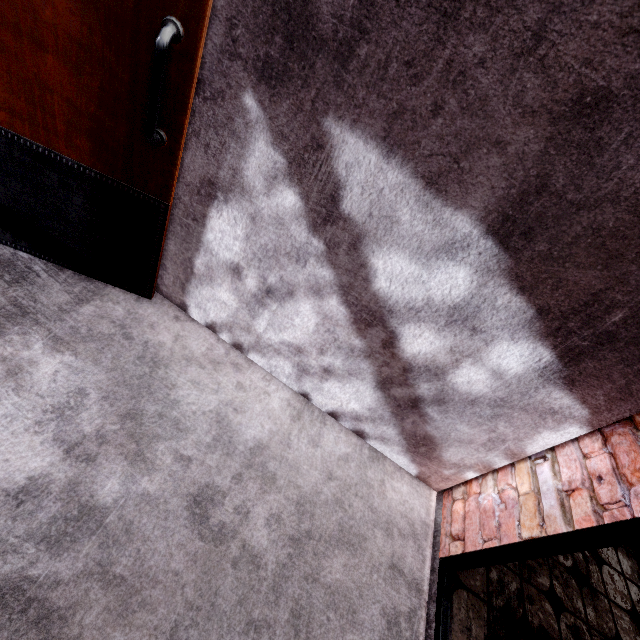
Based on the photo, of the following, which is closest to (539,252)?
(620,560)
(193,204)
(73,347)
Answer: (193,204)
